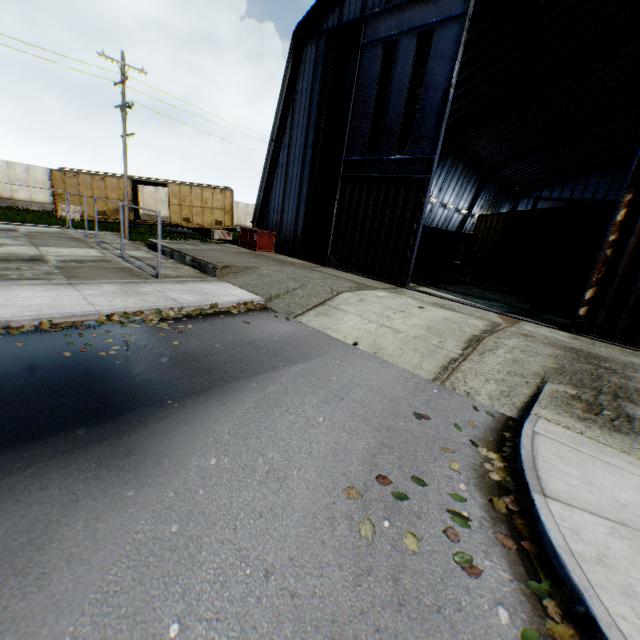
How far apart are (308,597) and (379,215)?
13.6 meters

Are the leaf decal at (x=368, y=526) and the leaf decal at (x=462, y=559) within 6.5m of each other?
yes

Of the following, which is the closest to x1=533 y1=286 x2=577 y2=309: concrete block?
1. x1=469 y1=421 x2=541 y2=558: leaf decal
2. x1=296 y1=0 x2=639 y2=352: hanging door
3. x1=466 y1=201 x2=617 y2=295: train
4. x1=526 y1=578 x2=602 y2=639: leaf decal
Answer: x1=466 y1=201 x2=617 y2=295: train

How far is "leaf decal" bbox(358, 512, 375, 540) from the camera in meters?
3.1 m

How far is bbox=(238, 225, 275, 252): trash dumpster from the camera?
17.75m

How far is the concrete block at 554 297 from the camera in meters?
13.9

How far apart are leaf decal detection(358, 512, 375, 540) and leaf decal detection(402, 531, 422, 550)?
0.30m

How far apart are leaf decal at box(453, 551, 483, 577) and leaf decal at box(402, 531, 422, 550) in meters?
0.3
